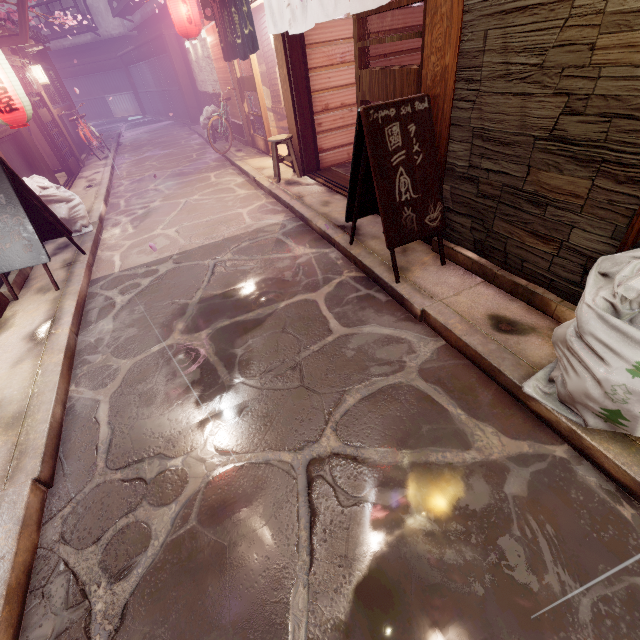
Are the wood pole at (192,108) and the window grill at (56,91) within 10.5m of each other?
yes

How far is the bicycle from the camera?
18.8m

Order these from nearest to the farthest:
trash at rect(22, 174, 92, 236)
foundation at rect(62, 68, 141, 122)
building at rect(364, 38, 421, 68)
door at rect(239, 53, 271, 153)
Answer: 1. trash at rect(22, 174, 92, 236)
2. building at rect(364, 38, 421, 68)
3. door at rect(239, 53, 271, 153)
4. foundation at rect(62, 68, 141, 122)

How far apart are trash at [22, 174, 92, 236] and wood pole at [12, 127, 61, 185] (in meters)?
3.95

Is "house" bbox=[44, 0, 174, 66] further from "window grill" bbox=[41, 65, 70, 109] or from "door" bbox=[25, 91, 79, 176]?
"window grill" bbox=[41, 65, 70, 109]

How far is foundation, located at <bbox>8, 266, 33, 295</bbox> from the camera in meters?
7.6

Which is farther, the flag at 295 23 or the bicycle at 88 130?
the bicycle at 88 130

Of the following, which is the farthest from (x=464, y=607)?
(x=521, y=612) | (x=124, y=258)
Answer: (x=124, y=258)
